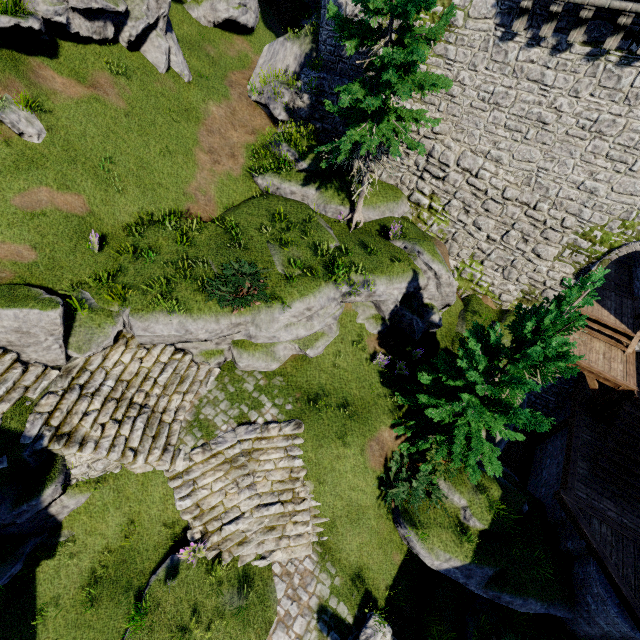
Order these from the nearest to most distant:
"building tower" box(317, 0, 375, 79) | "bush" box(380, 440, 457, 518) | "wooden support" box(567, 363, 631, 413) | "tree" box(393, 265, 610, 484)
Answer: "tree" box(393, 265, 610, 484), "bush" box(380, 440, 457, 518), "wooden support" box(567, 363, 631, 413), "building tower" box(317, 0, 375, 79)

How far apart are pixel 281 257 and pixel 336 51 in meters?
10.0 m

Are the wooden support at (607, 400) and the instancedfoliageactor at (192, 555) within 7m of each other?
no

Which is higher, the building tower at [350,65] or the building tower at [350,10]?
the building tower at [350,10]

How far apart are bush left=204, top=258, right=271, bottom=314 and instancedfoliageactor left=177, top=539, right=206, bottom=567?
6.8m

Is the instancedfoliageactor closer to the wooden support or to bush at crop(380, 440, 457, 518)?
bush at crop(380, 440, 457, 518)

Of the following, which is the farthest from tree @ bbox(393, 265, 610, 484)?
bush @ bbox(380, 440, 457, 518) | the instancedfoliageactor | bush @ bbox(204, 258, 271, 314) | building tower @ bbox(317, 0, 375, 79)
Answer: the instancedfoliageactor

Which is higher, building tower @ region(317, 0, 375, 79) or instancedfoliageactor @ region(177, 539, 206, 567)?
building tower @ region(317, 0, 375, 79)
